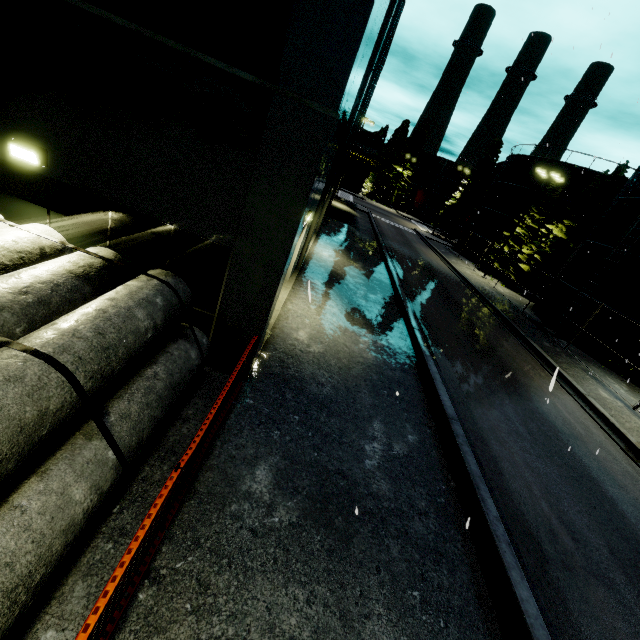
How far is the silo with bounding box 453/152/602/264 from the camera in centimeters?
3135cm

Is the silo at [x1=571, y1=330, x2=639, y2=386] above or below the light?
below

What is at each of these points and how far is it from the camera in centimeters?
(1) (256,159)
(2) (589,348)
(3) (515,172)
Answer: (1) building, 499cm
(2) silo, 1981cm
(3) silo, 3581cm

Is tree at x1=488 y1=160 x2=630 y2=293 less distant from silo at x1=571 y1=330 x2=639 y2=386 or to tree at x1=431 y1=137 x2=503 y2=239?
silo at x1=571 y1=330 x2=639 y2=386

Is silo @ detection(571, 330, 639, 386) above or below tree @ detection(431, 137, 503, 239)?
below

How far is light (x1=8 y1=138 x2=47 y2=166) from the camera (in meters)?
5.19

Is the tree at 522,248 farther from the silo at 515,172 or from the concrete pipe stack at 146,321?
the concrete pipe stack at 146,321

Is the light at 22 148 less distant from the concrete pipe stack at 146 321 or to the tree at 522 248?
the concrete pipe stack at 146 321
